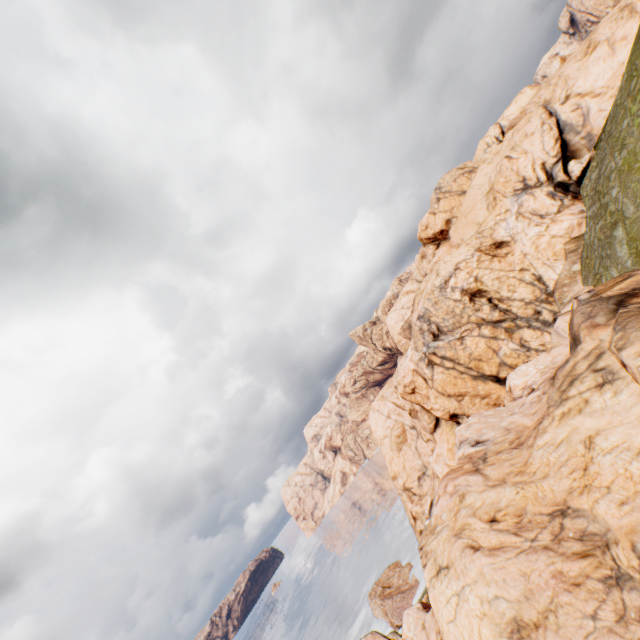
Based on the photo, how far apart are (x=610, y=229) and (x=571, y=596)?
21.01m
